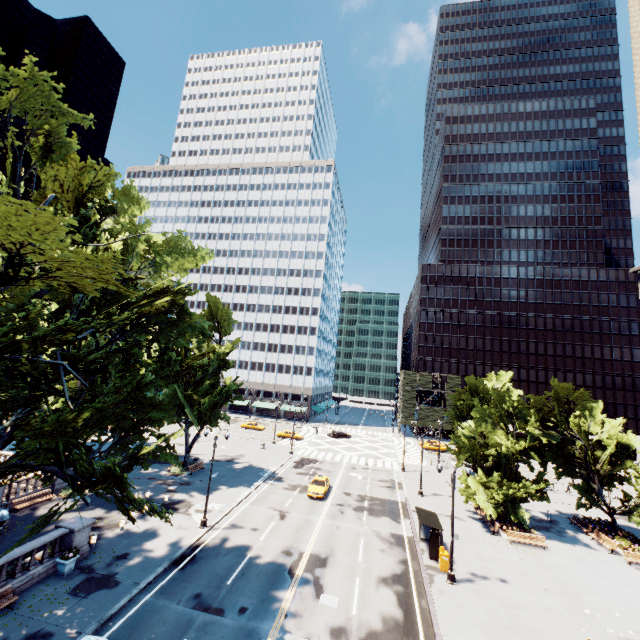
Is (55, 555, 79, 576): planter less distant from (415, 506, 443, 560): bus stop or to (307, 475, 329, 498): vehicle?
(307, 475, 329, 498): vehicle

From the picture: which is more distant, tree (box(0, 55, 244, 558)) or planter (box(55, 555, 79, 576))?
planter (box(55, 555, 79, 576))

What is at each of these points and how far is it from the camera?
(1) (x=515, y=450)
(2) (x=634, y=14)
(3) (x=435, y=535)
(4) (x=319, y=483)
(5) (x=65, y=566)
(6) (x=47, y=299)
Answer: (1) tree, 30.58m
(2) building, 21.03m
(3) bus stop, 23.48m
(4) vehicle, 34.91m
(5) planter, 18.17m
(6) tree, 28.78m

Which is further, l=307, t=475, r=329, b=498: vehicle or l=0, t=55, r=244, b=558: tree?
l=307, t=475, r=329, b=498: vehicle

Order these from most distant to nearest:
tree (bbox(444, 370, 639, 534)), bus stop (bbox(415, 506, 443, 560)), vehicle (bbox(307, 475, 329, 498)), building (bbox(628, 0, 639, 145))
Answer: vehicle (bbox(307, 475, 329, 498)) < tree (bbox(444, 370, 639, 534)) < bus stop (bbox(415, 506, 443, 560)) < building (bbox(628, 0, 639, 145))

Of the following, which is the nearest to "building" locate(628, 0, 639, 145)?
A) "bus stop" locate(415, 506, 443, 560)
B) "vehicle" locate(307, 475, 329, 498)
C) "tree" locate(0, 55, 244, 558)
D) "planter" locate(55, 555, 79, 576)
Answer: "tree" locate(0, 55, 244, 558)

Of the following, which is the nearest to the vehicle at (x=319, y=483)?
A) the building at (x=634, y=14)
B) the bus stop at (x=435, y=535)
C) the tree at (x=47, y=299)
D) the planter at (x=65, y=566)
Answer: the bus stop at (x=435, y=535)

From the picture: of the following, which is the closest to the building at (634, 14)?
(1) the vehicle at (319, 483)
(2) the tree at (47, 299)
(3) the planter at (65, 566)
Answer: (2) the tree at (47, 299)
